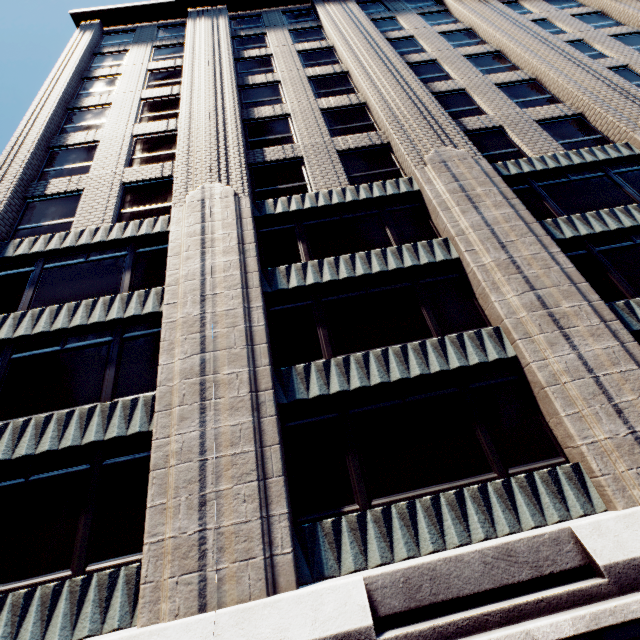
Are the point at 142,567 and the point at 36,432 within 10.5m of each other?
yes
